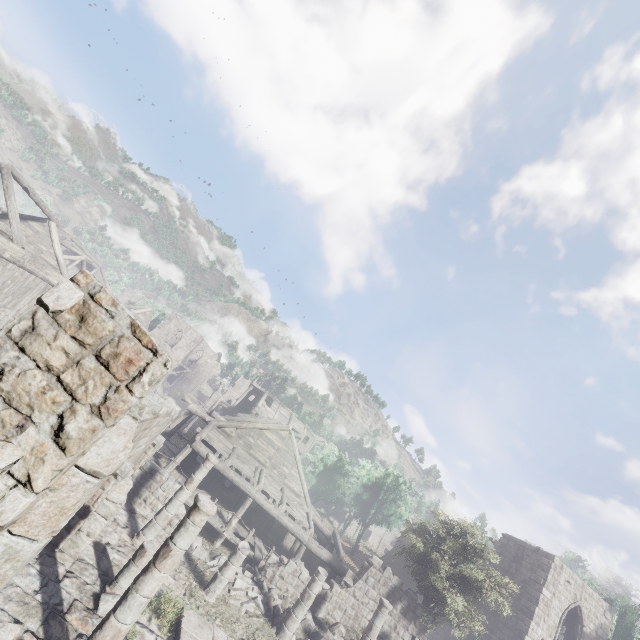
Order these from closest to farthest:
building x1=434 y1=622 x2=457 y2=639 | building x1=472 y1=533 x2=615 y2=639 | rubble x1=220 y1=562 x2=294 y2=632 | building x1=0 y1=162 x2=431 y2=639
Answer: building x1=0 y1=162 x2=431 y2=639 → rubble x1=220 y1=562 x2=294 y2=632 → building x1=472 y1=533 x2=615 y2=639 → building x1=434 y1=622 x2=457 y2=639

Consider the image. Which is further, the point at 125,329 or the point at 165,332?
the point at 165,332

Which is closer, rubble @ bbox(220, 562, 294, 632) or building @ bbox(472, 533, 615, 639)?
rubble @ bbox(220, 562, 294, 632)

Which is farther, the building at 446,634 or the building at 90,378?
the building at 446,634

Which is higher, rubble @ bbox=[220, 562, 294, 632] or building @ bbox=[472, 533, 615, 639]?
building @ bbox=[472, 533, 615, 639]

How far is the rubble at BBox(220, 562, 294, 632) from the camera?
13.4 meters

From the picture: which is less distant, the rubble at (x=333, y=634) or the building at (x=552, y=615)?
the rubble at (x=333, y=634)
